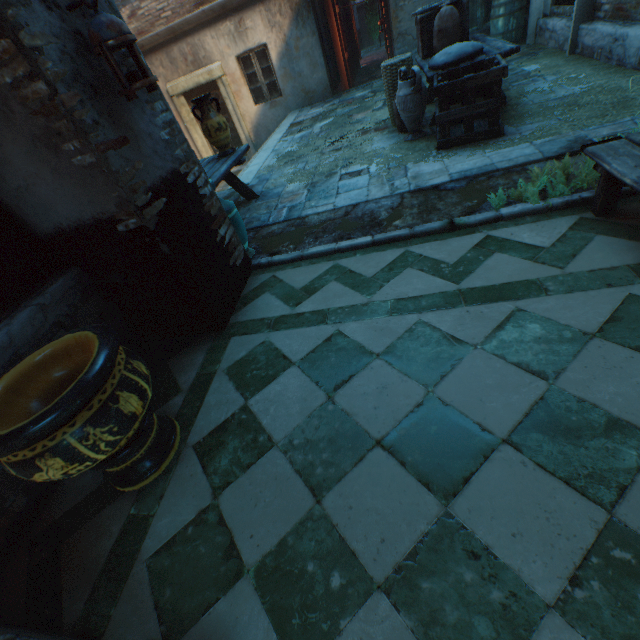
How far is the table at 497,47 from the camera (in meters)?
4.18

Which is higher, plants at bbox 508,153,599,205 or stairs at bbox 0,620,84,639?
stairs at bbox 0,620,84,639

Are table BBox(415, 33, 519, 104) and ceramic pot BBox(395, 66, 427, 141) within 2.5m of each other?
yes

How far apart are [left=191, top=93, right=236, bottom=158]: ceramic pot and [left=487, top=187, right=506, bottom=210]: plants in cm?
379

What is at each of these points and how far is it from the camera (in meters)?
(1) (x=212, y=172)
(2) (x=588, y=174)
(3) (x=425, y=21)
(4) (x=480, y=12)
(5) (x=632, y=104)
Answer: (1) table, 4.43
(2) plants, 2.82
(3) wooden crate, 5.10
(4) building, 7.63
(5) straw, 3.64

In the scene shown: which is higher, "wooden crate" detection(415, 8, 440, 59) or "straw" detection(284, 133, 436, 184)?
"wooden crate" detection(415, 8, 440, 59)

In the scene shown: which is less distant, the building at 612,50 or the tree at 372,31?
the building at 612,50

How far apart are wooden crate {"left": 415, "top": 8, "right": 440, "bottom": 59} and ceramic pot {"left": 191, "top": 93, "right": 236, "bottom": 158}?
3.49m
